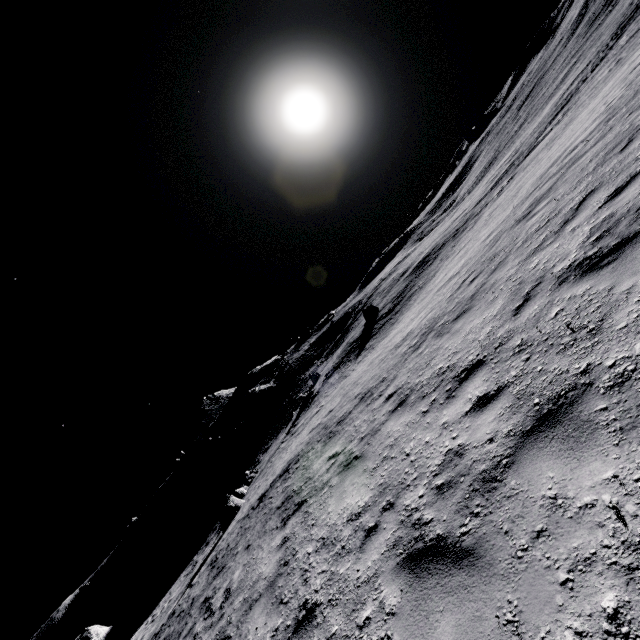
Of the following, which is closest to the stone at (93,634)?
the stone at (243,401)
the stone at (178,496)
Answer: the stone at (178,496)

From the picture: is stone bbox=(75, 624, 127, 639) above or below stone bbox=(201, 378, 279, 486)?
below

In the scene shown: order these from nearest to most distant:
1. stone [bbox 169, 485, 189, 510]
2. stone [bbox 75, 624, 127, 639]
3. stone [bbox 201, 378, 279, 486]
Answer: stone [bbox 75, 624, 127, 639], stone [bbox 201, 378, 279, 486], stone [bbox 169, 485, 189, 510]

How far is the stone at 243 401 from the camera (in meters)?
48.69

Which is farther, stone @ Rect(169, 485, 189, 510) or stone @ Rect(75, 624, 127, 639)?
stone @ Rect(169, 485, 189, 510)

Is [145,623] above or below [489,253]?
below

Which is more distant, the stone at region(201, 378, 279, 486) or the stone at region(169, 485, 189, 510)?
the stone at region(169, 485, 189, 510)

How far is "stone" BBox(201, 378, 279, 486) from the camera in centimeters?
4869cm
